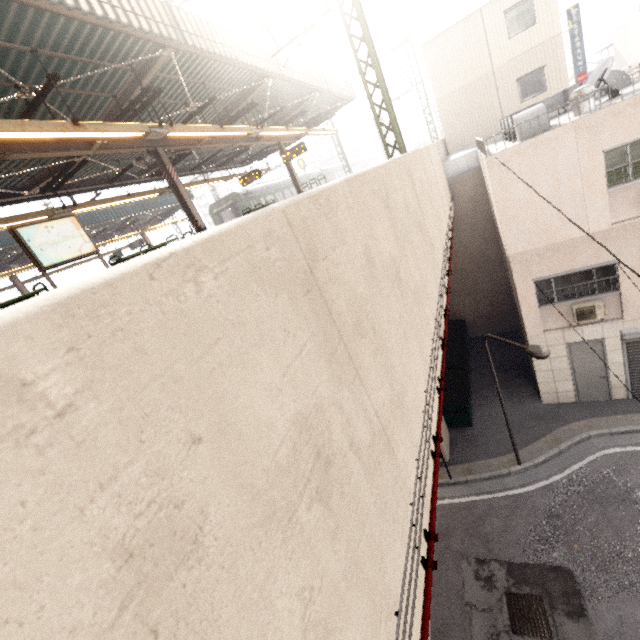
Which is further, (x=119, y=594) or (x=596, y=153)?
(x=596, y=153)

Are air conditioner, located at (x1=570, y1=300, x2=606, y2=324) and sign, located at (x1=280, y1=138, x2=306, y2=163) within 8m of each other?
no

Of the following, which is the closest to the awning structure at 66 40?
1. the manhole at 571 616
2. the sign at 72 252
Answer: the sign at 72 252

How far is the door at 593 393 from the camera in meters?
10.5 m

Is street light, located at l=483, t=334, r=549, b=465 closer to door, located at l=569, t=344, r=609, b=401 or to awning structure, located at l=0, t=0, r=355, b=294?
door, located at l=569, t=344, r=609, b=401

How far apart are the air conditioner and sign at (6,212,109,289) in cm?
1375

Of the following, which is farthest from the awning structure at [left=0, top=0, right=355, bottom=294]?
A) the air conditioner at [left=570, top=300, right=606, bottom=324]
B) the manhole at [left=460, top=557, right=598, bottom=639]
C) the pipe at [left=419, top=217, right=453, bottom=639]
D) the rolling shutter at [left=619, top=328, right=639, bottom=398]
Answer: the manhole at [left=460, top=557, right=598, bottom=639]

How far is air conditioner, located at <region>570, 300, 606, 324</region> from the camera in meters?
9.6 m
